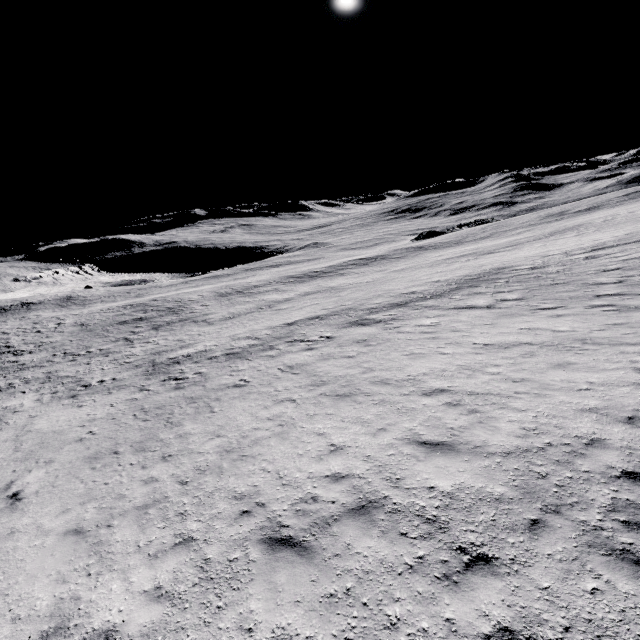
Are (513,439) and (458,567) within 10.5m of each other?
yes
